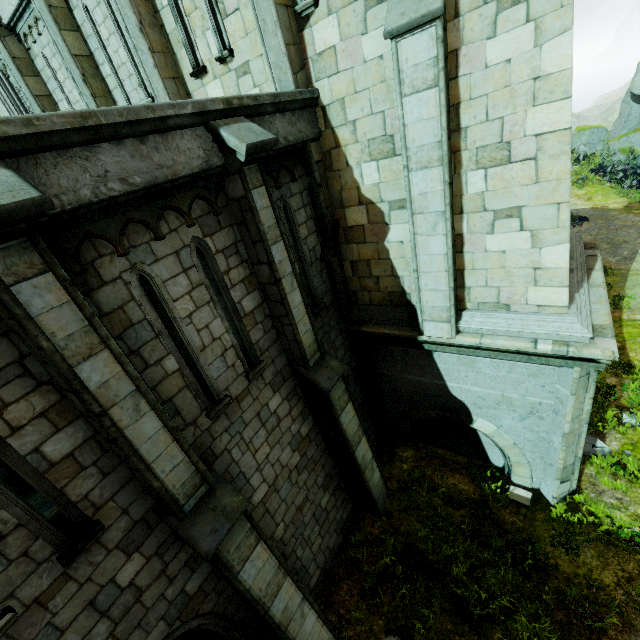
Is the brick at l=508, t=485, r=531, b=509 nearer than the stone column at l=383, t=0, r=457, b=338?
No

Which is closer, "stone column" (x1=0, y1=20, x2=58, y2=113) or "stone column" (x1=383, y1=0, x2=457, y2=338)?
"stone column" (x1=383, y1=0, x2=457, y2=338)

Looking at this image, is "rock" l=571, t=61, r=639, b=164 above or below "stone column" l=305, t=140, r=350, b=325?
below

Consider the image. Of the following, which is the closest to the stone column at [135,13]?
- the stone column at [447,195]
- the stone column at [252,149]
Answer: the stone column at [252,149]

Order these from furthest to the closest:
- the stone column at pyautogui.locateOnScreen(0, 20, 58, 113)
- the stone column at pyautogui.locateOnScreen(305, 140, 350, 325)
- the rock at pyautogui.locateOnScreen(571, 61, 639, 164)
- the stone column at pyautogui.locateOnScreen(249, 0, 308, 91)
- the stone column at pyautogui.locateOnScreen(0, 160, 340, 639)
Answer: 1. the rock at pyautogui.locateOnScreen(571, 61, 639, 164)
2. the stone column at pyautogui.locateOnScreen(0, 20, 58, 113)
3. the stone column at pyautogui.locateOnScreen(305, 140, 350, 325)
4. the stone column at pyautogui.locateOnScreen(249, 0, 308, 91)
5. the stone column at pyautogui.locateOnScreen(0, 160, 340, 639)

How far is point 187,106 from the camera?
4.2 meters

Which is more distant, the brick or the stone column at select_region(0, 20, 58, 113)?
the stone column at select_region(0, 20, 58, 113)

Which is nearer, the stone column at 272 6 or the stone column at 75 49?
the stone column at 272 6
